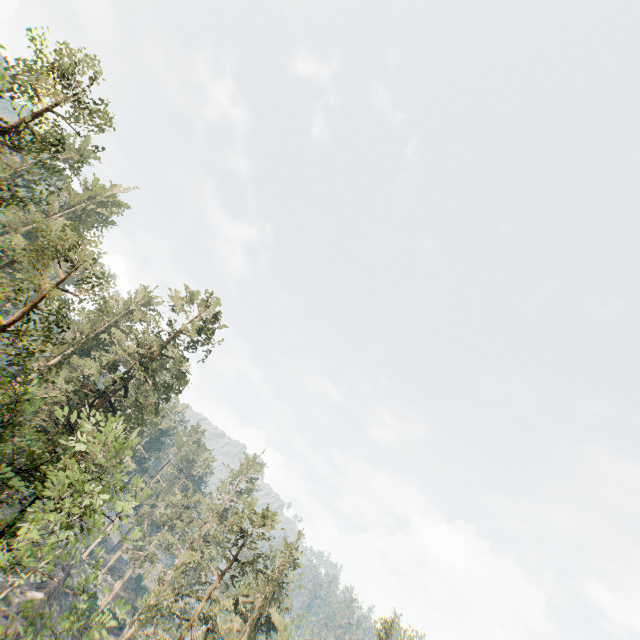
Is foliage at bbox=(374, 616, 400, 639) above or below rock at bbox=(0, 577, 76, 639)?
above

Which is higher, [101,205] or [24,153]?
[101,205]

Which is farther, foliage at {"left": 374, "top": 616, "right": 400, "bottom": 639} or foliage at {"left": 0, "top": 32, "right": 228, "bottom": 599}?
foliage at {"left": 374, "top": 616, "right": 400, "bottom": 639}

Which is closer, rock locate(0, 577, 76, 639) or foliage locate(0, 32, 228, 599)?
foliage locate(0, 32, 228, 599)

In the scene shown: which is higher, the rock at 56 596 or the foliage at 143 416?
the foliage at 143 416

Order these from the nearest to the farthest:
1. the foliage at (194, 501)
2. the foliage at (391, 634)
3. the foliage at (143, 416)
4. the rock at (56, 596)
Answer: the foliage at (143, 416) → the foliage at (194, 501) → the rock at (56, 596) → the foliage at (391, 634)

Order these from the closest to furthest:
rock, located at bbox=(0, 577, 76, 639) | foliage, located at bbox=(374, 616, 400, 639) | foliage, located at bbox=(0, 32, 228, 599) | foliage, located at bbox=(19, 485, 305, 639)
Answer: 1. foliage, located at bbox=(0, 32, 228, 599)
2. foliage, located at bbox=(19, 485, 305, 639)
3. rock, located at bbox=(0, 577, 76, 639)
4. foliage, located at bbox=(374, 616, 400, 639)
